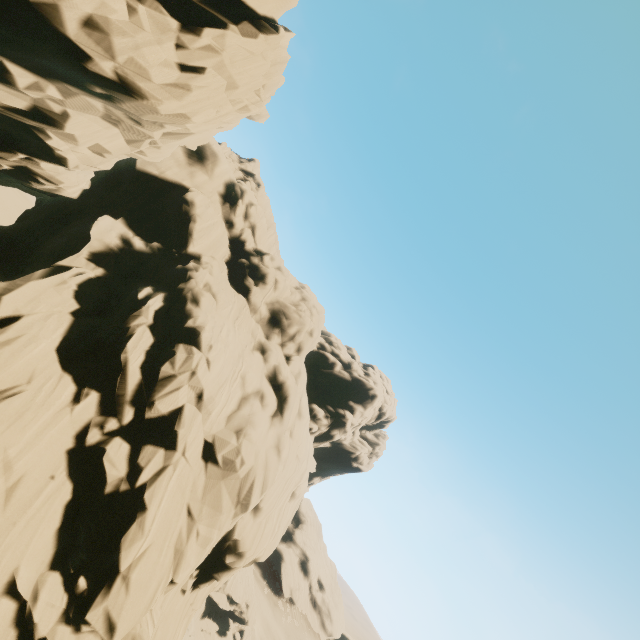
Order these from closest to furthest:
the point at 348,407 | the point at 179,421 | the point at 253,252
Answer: the point at 179,421 → the point at 253,252 → the point at 348,407
